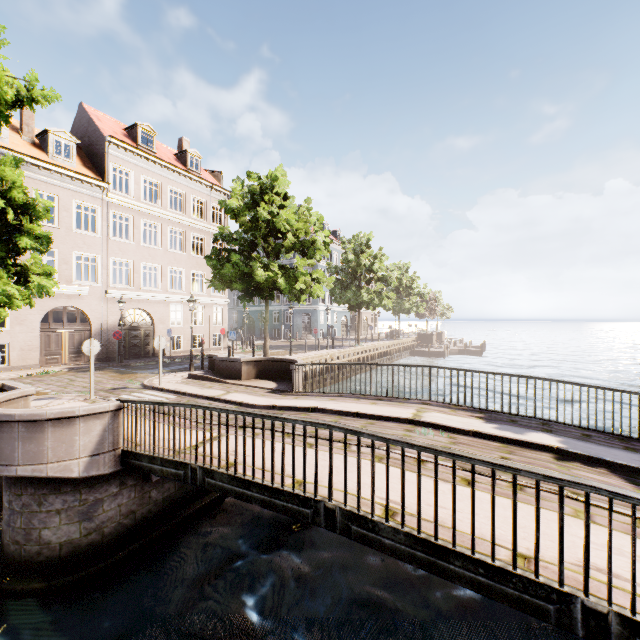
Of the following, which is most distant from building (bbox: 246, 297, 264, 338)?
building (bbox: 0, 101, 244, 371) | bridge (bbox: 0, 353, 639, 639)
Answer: building (bbox: 0, 101, 244, 371)

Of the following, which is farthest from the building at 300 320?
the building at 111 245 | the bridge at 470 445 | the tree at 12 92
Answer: the building at 111 245

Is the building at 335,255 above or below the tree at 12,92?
above

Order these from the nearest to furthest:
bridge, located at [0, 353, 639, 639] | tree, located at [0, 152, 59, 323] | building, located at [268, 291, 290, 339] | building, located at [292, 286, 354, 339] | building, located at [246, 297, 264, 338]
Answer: bridge, located at [0, 353, 639, 639] < tree, located at [0, 152, 59, 323] < building, located at [292, 286, 354, 339] < building, located at [268, 291, 290, 339] < building, located at [246, 297, 264, 338]

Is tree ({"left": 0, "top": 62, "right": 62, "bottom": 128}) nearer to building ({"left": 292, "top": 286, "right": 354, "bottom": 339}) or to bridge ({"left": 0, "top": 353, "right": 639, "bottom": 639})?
bridge ({"left": 0, "top": 353, "right": 639, "bottom": 639})

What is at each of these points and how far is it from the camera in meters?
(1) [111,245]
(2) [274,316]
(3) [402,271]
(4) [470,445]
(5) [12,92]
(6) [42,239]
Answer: (1) building, 20.3 m
(2) building, 51.5 m
(3) tree, 42.5 m
(4) bridge, 6.3 m
(5) tree, 7.5 m
(6) tree, 10.1 m

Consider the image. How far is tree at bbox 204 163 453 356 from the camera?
16.7 meters

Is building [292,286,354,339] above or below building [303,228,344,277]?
below
